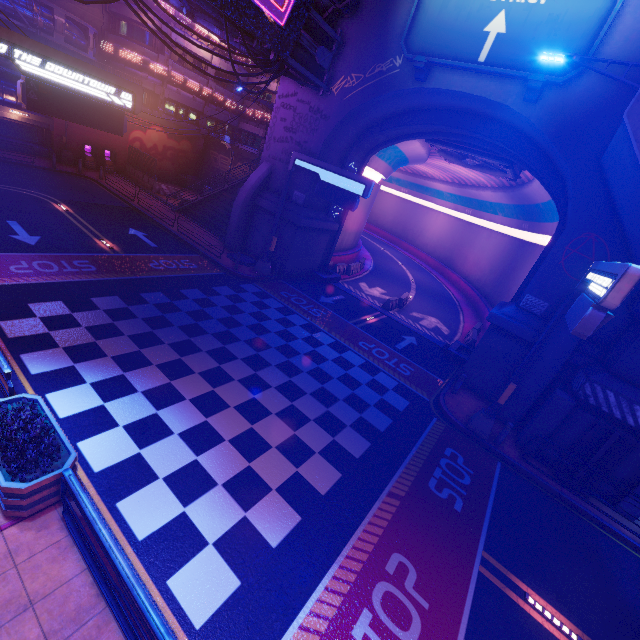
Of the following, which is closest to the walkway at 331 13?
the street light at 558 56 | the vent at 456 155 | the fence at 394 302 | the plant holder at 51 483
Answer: the vent at 456 155

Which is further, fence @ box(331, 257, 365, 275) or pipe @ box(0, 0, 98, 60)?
fence @ box(331, 257, 365, 275)

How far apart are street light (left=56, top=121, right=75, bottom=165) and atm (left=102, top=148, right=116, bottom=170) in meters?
2.0

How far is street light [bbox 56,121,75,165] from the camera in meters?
27.1

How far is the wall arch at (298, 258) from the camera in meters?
20.0 m

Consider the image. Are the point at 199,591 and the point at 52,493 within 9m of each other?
yes

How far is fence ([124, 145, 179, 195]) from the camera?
29.4m

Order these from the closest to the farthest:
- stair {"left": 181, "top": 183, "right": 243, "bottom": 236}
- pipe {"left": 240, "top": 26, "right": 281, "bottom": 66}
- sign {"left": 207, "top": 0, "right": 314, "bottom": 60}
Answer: sign {"left": 207, "top": 0, "right": 314, "bottom": 60}, pipe {"left": 240, "top": 26, "right": 281, "bottom": 66}, stair {"left": 181, "top": 183, "right": 243, "bottom": 236}
